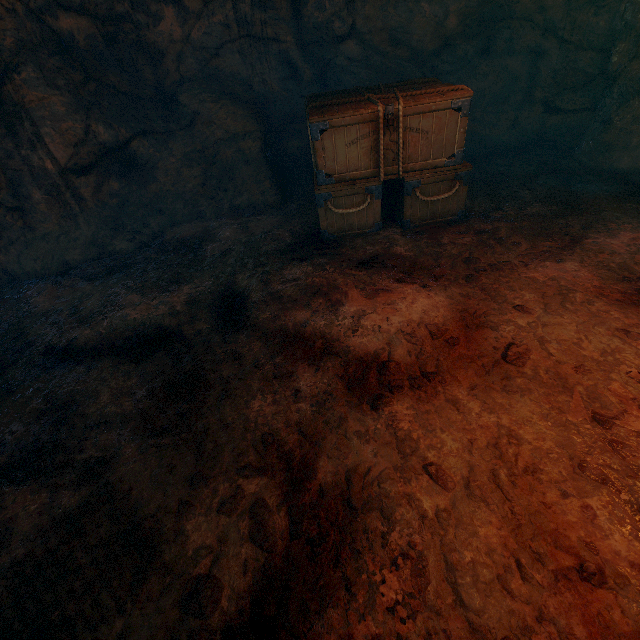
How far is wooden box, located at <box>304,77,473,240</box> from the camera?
4.1 meters

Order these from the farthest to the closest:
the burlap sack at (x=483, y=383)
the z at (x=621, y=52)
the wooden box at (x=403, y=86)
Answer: the z at (x=621, y=52)
the wooden box at (x=403, y=86)
the burlap sack at (x=483, y=383)

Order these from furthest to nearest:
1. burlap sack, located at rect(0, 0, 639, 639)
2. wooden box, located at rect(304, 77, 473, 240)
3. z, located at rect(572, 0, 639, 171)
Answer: z, located at rect(572, 0, 639, 171), wooden box, located at rect(304, 77, 473, 240), burlap sack, located at rect(0, 0, 639, 639)

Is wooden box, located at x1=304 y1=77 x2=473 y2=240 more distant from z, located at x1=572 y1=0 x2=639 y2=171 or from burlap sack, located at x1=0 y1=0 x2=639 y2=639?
z, located at x1=572 y1=0 x2=639 y2=171

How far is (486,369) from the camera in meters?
2.9

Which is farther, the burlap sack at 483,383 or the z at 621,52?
the z at 621,52

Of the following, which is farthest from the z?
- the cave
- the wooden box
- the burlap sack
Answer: the cave
